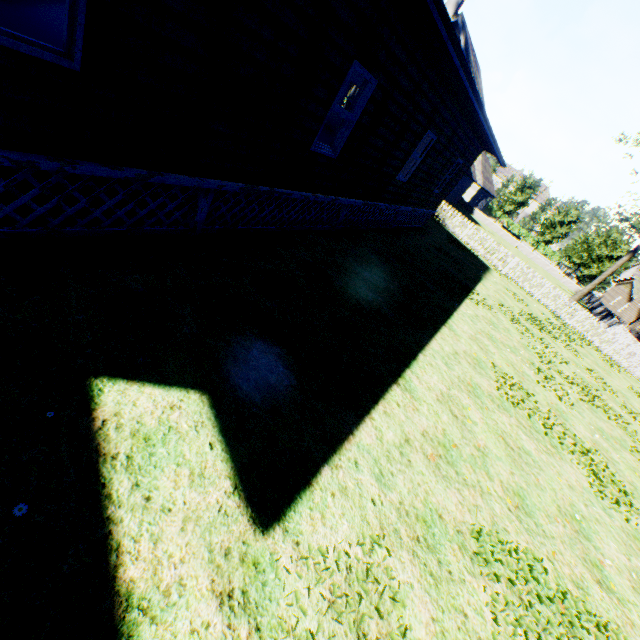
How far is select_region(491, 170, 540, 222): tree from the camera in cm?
4281

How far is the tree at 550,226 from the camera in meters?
41.3

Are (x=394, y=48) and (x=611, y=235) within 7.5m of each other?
no

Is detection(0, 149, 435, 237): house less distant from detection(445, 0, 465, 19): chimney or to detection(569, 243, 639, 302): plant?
detection(569, 243, 639, 302): plant

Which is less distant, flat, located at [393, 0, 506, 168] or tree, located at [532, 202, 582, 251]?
flat, located at [393, 0, 506, 168]

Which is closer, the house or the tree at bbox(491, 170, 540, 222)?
the house

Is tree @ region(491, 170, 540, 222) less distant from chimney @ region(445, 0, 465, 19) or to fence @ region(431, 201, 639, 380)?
fence @ region(431, 201, 639, 380)

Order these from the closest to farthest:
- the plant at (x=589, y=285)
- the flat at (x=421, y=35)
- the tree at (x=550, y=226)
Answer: the flat at (x=421, y=35) < the plant at (x=589, y=285) < the tree at (x=550, y=226)
